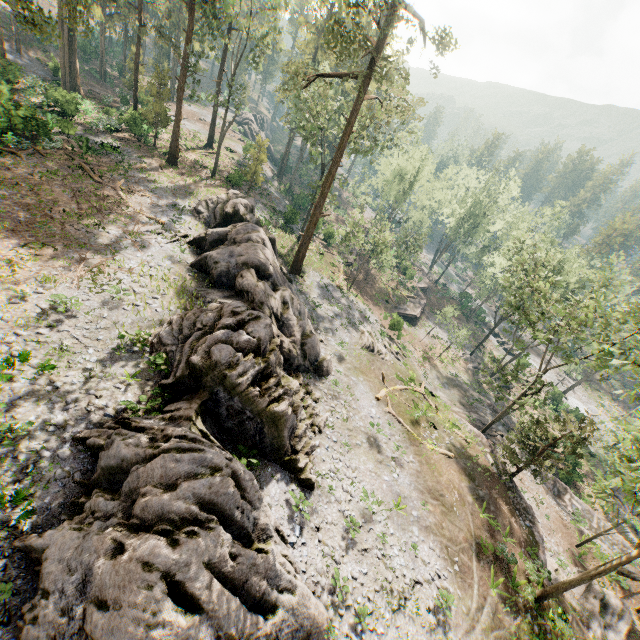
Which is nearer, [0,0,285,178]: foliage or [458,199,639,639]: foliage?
[458,199,639,639]: foliage

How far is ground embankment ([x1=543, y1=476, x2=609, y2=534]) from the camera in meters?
28.9 m

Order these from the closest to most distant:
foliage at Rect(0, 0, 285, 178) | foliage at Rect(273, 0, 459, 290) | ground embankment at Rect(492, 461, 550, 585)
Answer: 1. foliage at Rect(0, 0, 285, 178)
2. foliage at Rect(273, 0, 459, 290)
3. ground embankment at Rect(492, 461, 550, 585)

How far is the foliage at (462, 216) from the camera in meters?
56.4

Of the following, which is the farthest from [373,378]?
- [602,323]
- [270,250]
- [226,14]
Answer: [226,14]

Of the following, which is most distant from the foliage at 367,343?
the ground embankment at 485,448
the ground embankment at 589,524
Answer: the ground embankment at 589,524

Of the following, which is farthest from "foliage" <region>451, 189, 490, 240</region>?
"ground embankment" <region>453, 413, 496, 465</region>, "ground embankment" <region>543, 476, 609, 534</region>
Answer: "ground embankment" <region>543, 476, 609, 534</region>
